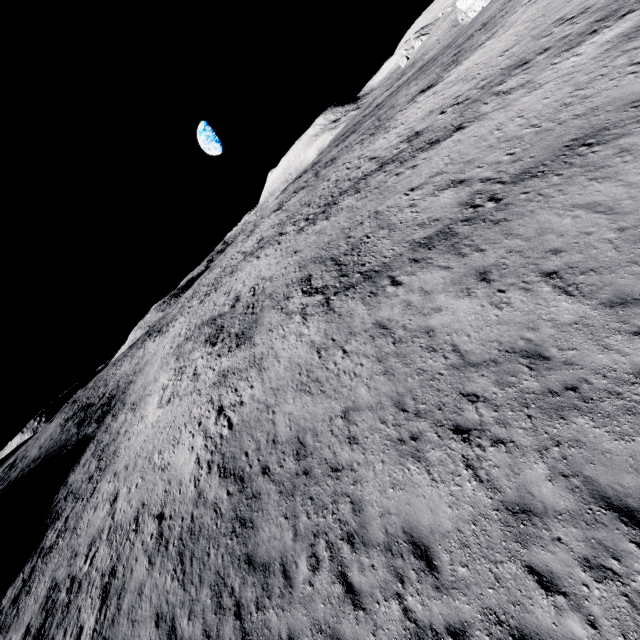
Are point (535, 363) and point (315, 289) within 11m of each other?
no
